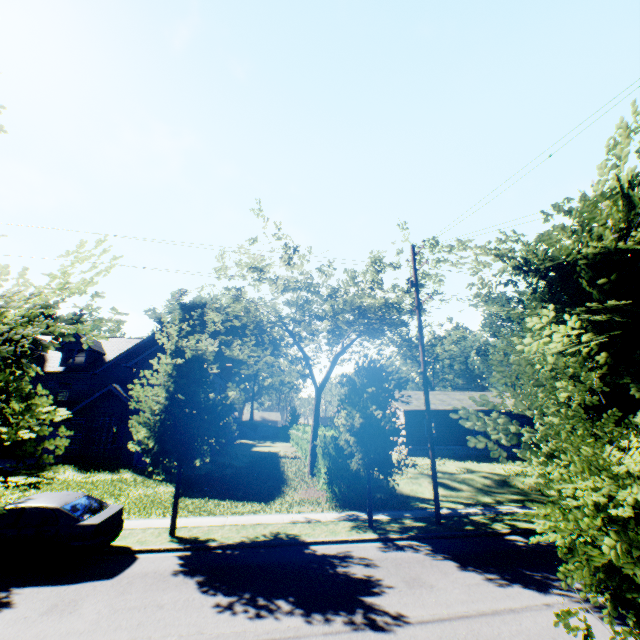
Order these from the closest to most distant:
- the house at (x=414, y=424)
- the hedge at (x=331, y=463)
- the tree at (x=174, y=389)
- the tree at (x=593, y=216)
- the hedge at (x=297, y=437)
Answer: the tree at (x=593, y=216) → the tree at (x=174, y=389) → the hedge at (x=331, y=463) → the hedge at (x=297, y=437) → the house at (x=414, y=424)

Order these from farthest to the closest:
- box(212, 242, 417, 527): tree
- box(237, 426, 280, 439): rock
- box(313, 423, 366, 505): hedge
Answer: box(237, 426, 280, 439): rock, box(313, 423, 366, 505): hedge, box(212, 242, 417, 527): tree

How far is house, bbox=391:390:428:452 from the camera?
30.4m

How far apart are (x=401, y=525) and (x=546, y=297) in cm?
1203

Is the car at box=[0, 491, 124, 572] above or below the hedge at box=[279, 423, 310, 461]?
below

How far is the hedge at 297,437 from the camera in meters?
25.8 m

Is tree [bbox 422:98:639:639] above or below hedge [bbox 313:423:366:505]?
above

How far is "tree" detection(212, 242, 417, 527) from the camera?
12.07m
